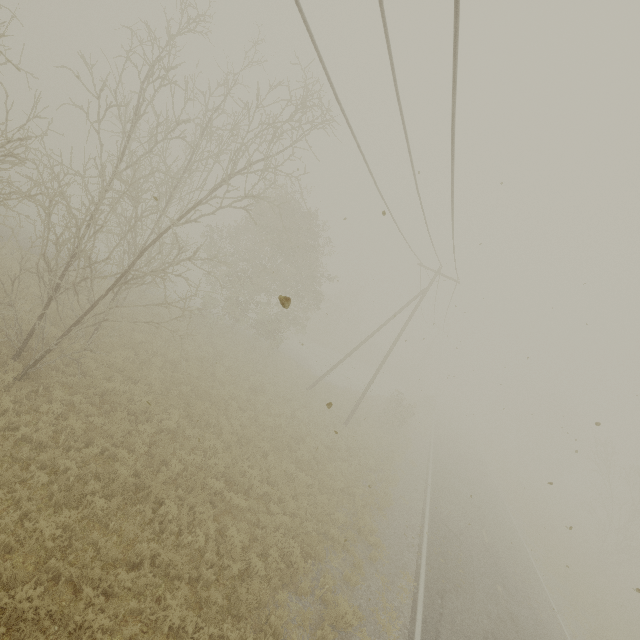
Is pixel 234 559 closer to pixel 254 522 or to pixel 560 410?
pixel 254 522
